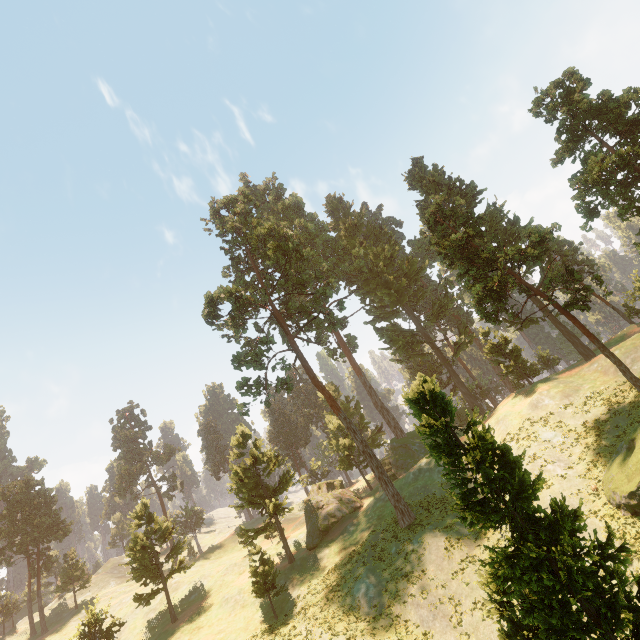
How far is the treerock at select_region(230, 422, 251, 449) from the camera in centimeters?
4128cm

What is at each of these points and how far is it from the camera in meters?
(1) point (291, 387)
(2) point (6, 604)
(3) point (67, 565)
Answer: (1) treerock, 34.4 m
(2) treerock, 54.8 m
(3) treerock, 54.8 m

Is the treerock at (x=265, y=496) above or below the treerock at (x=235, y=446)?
below

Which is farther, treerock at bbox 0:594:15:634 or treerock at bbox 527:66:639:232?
treerock at bbox 0:594:15:634

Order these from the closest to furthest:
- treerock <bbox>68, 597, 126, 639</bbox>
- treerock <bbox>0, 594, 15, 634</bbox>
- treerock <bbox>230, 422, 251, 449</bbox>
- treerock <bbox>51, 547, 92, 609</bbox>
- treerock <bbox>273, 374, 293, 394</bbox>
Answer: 1. treerock <bbox>68, 597, 126, 639</bbox>
2. treerock <bbox>273, 374, 293, 394</bbox>
3. treerock <bbox>230, 422, 251, 449</bbox>
4. treerock <bbox>51, 547, 92, 609</bbox>
5. treerock <bbox>0, 594, 15, 634</bbox>

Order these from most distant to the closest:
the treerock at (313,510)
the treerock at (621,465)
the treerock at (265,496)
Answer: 1. the treerock at (313,510)
2. the treerock at (265,496)
3. the treerock at (621,465)
